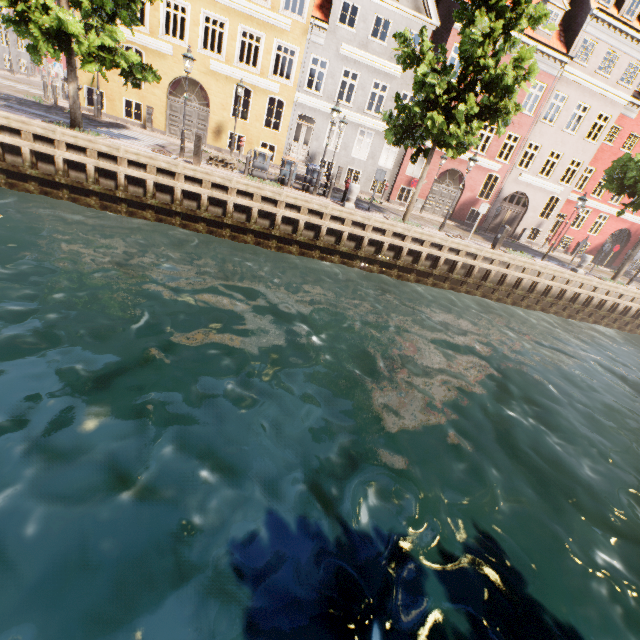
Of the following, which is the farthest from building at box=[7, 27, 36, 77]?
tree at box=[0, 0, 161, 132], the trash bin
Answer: → the trash bin

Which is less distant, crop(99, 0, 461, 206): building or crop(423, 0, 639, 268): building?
crop(99, 0, 461, 206): building

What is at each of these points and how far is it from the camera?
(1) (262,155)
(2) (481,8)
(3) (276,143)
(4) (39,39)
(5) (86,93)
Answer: (1) trash bin, 14.51m
(2) tree, 10.39m
(3) building, 20.80m
(4) tree, 9.38m
(5) building, 18.36m

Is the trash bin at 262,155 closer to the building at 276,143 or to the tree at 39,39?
the tree at 39,39

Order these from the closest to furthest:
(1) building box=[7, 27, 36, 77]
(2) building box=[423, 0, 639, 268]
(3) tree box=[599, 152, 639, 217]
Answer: (3) tree box=[599, 152, 639, 217] → (2) building box=[423, 0, 639, 268] → (1) building box=[7, 27, 36, 77]

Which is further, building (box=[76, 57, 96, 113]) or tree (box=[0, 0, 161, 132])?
building (box=[76, 57, 96, 113])

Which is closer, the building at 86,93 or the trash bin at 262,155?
the trash bin at 262,155
